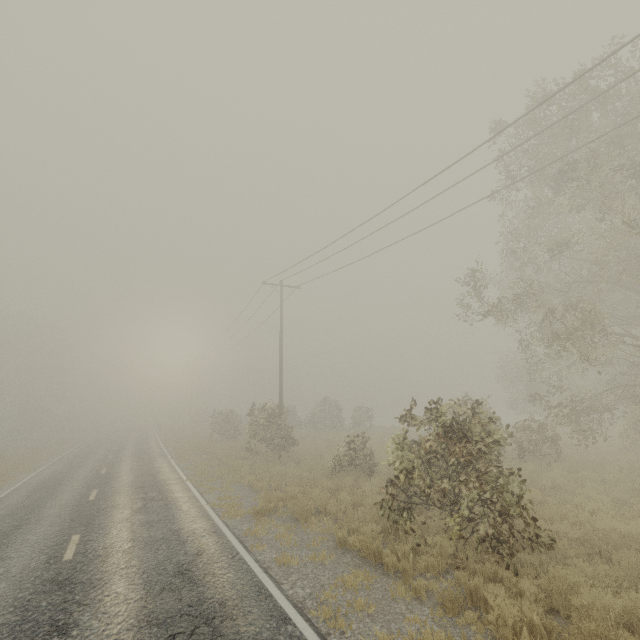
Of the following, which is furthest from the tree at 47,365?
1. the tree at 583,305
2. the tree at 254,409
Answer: the tree at 583,305

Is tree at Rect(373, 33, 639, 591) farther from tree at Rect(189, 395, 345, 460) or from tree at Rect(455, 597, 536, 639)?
tree at Rect(189, 395, 345, 460)

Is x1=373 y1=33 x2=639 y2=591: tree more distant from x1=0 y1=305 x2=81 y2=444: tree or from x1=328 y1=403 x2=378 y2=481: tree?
x1=0 y1=305 x2=81 y2=444: tree

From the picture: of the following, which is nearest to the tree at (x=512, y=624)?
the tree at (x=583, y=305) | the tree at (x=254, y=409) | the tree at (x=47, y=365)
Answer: the tree at (x=254, y=409)

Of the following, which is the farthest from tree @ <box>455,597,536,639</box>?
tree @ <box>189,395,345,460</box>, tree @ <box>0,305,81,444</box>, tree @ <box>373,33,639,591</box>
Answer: tree @ <box>0,305,81,444</box>

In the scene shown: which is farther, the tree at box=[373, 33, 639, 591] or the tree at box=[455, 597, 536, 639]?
the tree at box=[373, 33, 639, 591]

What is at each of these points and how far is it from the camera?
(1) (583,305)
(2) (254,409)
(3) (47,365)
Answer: (1) tree, 12.26m
(2) tree, 22.45m
(3) tree, 49.28m
